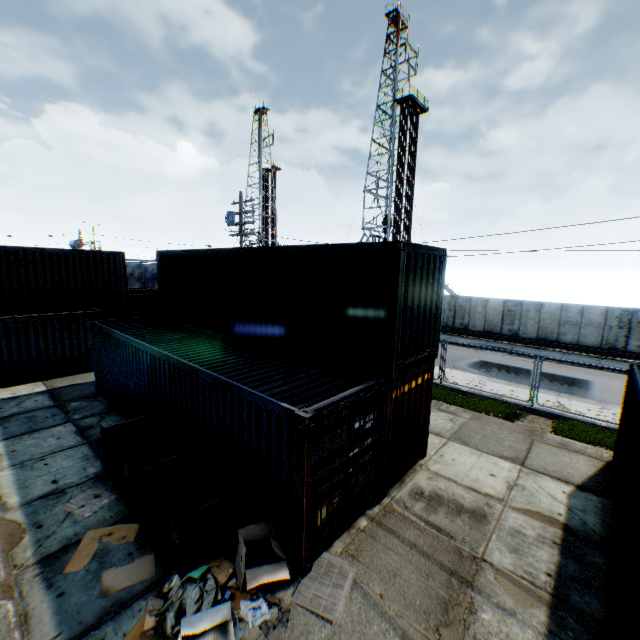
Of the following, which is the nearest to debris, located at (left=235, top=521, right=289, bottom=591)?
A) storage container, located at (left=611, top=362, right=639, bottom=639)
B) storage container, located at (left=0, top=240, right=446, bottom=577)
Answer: storage container, located at (left=0, top=240, right=446, bottom=577)

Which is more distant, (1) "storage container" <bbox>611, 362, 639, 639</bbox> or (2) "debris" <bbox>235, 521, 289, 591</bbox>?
(2) "debris" <bbox>235, 521, 289, 591</bbox>

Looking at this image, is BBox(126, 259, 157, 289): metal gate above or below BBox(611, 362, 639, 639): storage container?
above

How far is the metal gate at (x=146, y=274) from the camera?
54.8m

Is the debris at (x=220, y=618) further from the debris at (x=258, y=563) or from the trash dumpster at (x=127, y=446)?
the trash dumpster at (x=127, y=446)

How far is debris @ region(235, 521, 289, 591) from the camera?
5.2m

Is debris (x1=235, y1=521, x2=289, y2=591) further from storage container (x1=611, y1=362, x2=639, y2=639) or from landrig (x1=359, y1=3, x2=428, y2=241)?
landrig (x1=359, y1=3, x2=428, y2=241)

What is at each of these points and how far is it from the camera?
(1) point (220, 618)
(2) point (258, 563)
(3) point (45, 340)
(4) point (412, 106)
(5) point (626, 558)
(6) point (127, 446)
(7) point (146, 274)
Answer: (1) debris, 4.79m
(2) debris, 5.81m
(3) storage container, 14.45m
(4) landrig, 38.81m
(5) storage container, 5.38m
(6) trash dumpster, 8.66m
(7) metal gate, 56.72m
